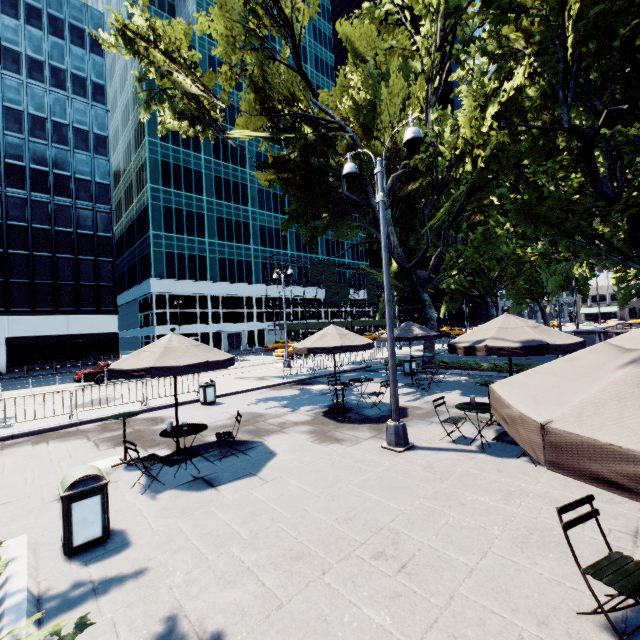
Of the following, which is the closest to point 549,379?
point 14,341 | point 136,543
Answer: point 136,543

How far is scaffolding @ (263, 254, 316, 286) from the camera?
55.21m

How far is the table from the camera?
6.5 meters

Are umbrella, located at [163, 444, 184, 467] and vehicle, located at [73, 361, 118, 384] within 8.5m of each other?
no

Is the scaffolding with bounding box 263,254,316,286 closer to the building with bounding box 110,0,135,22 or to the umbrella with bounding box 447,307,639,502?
the building with bounding box 110,0,135,22

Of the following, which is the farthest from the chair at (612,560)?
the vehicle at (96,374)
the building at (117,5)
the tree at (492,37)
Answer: the building at (117,5)

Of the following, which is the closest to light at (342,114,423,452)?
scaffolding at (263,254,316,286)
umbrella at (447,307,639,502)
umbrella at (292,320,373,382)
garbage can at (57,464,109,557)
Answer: umbrella at (447,307,639,502)

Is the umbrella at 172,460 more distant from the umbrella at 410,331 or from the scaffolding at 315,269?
the scaffolding at 315,269
